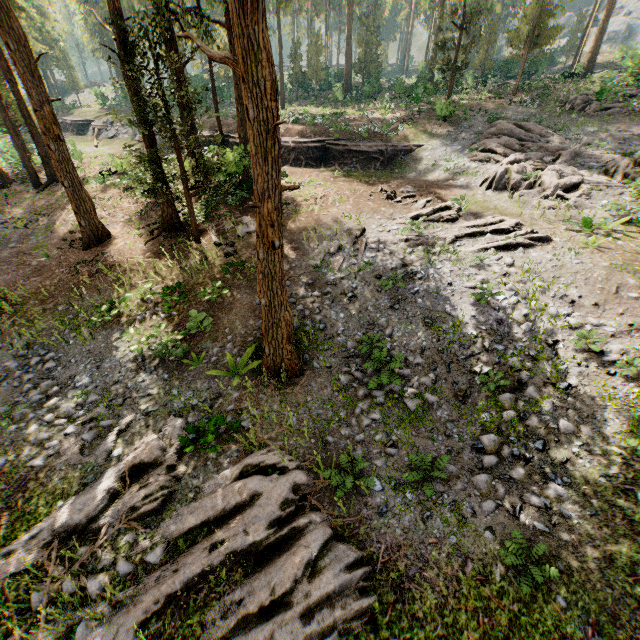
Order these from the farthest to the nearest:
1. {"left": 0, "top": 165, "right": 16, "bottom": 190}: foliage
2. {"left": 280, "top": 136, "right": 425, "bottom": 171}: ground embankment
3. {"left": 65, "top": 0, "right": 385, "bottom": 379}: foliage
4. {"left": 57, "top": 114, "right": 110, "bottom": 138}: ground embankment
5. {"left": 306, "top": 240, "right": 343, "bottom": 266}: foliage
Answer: {"left": 57, "top": 114, "right": 110, "bottom": 138}: ground embankment
{"left": 280, "top": 136, "right": 425, "bottom": 171}: ground embankment
{"left": 0, "top": 165, "right": 16, "bottom": 190}: foliage
{"left": 306, "top": 240, "right": 343, "bottom": 266}: foliage
{"left": 65, "top": 0, "right": 385, "bottom": 379}: foliage

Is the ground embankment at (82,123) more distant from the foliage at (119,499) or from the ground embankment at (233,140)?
the ground embankment at (233,140)

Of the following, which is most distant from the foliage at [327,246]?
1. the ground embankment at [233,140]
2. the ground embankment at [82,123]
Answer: the ground embankment at [82,123]

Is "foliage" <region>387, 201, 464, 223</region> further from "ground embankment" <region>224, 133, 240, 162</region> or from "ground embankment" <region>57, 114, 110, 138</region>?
"ground embankment" <region>57, 114, 110, 138</region>

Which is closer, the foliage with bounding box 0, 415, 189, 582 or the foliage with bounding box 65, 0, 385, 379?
the foliage with bounding box 65, 0, 385, 379

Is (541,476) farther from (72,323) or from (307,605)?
(72,323)

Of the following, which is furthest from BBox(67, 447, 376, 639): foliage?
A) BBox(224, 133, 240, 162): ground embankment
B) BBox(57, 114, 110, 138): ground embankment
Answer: BBox(57, 114, 110, 138): ground embankment
